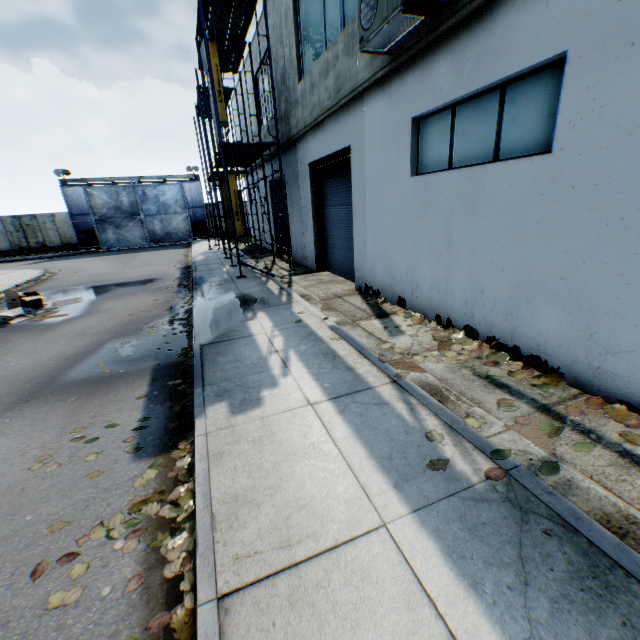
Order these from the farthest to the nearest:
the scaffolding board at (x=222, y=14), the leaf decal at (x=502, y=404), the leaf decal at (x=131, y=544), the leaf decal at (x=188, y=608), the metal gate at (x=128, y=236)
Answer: the metal gate at (x=128, y=236)
the scaffolding board at (x=222, y=14)
the leaf decal at (x=502, y=404)
the leaf decal at (x=131, y=544)
the leaf decal at (x=188, y=608)

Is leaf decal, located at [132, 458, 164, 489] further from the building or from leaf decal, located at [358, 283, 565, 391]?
the building

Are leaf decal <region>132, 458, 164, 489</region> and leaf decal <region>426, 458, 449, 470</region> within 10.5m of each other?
yes

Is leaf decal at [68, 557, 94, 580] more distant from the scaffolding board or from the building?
the scaffolding board

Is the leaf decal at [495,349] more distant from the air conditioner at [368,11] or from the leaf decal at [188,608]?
the air conditioner at [368,11]

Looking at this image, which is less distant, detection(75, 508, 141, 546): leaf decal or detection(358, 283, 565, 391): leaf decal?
detection(75, 508, 141, 546): leaf decal

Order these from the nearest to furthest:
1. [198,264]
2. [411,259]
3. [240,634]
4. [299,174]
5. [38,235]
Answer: [240,634]
[411,259]
[299,174]
[198,264]
[38,235]
